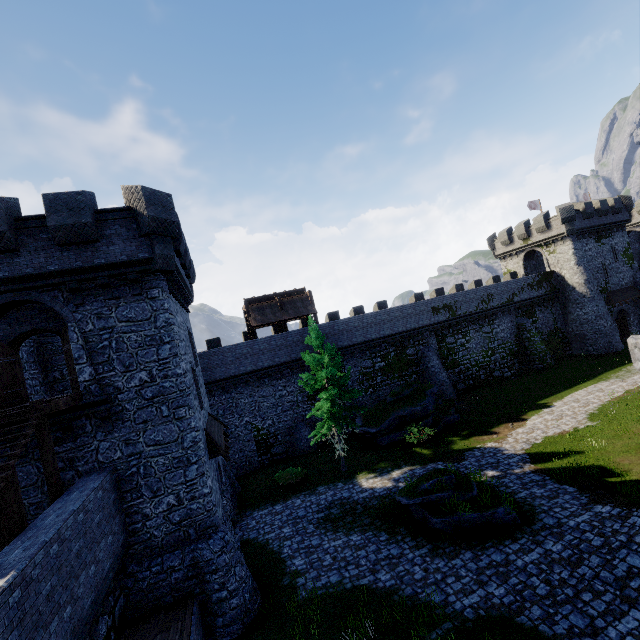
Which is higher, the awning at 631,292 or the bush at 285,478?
the awning at 631,292

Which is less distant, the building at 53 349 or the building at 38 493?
the building at 38 493

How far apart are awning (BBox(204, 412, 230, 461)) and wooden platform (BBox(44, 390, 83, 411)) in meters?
5.2

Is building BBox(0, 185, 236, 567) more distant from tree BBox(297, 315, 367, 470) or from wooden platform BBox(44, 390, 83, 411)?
tree BBox(297, 315, 367, 470)

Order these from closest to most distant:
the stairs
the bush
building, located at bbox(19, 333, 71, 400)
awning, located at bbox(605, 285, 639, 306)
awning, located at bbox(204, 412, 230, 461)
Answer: the stairs → awning, located at bbox(204, 412, 230, 461) → building, located at bbox(19, 333, 71, 400) → the bush → awning, located at bbox(605, 285, 639, 306)

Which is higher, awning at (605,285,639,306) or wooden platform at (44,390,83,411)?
wooden platform at (44,390,83,411)

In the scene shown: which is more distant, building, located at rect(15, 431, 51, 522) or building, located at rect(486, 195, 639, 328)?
building, located at rect(486, 195, 639, 328)

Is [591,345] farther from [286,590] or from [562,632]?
[286,590]
